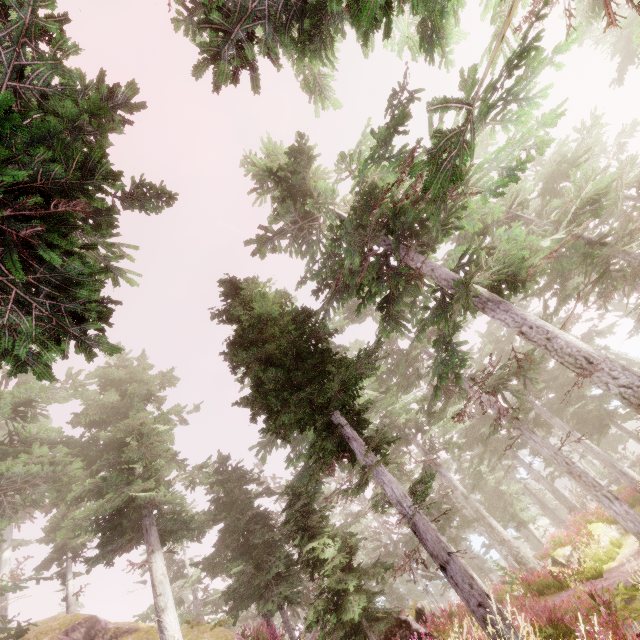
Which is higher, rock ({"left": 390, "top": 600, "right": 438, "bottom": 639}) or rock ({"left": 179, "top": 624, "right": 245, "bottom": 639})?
rock ({"left": 179, "top": 624, "right": 245, "bottom": 639})

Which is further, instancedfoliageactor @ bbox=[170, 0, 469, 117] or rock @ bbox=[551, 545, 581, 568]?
rock @ bbox=[551, 545, 581, 568]

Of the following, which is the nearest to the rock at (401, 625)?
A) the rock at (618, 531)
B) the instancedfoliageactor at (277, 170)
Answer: the instancedfoliageactor at (277, 170)

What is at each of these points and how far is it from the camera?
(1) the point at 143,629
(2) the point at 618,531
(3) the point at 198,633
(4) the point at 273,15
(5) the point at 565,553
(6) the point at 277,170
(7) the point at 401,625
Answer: (1) rock, 14.99m
(2) rock, 18.11m
(3) rock, 14.66m
(4) instancedfoliageactor, 9.13m
(5) rock, 18.44m
(6) instancedfoliageactor, 13.24m
(7) rock, 11.37m

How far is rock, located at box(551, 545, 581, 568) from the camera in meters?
17.9 m

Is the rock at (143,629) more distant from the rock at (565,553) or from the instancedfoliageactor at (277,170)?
the rock at (565,553)

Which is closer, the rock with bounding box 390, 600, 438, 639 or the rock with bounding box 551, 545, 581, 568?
the rock with bounding box 390, 600, 438, 639
